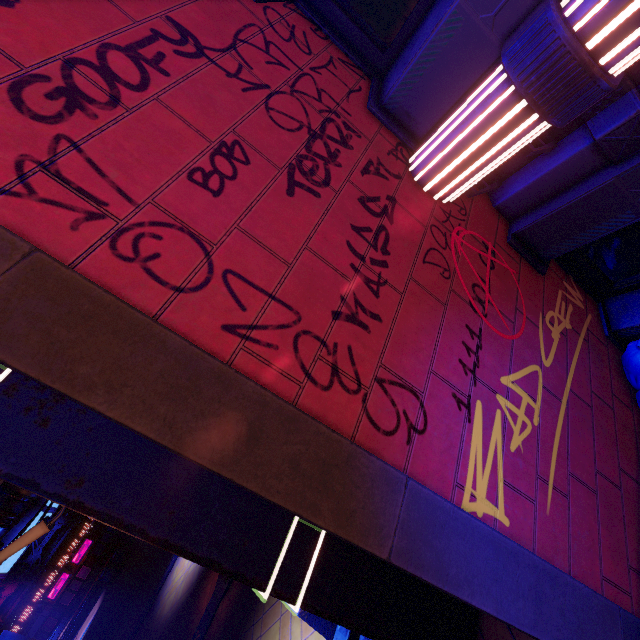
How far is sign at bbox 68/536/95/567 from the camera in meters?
37.9

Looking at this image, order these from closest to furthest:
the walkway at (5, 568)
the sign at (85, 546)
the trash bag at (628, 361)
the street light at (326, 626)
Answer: the trash bag at (628, 361) → the street light at (326, 626) → the walkway at (5, 568) → the sign at (85, 546)

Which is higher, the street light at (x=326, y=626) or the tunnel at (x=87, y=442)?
the tunnel at (x=87, y=442)

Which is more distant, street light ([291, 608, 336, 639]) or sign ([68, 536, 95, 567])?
sign ([68, 536, 95, 567])

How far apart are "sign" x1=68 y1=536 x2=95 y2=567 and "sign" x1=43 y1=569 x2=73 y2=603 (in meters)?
0.32

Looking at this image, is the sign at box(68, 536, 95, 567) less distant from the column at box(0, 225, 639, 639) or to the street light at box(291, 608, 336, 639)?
the street light at box(291, 608, 336, 639)

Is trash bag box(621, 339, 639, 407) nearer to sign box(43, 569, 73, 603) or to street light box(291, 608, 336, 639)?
street light box(291, 608, 336, 639)

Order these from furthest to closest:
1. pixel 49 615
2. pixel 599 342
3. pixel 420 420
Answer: pixel 49 615, pixel 599 342, pixel 420 420
